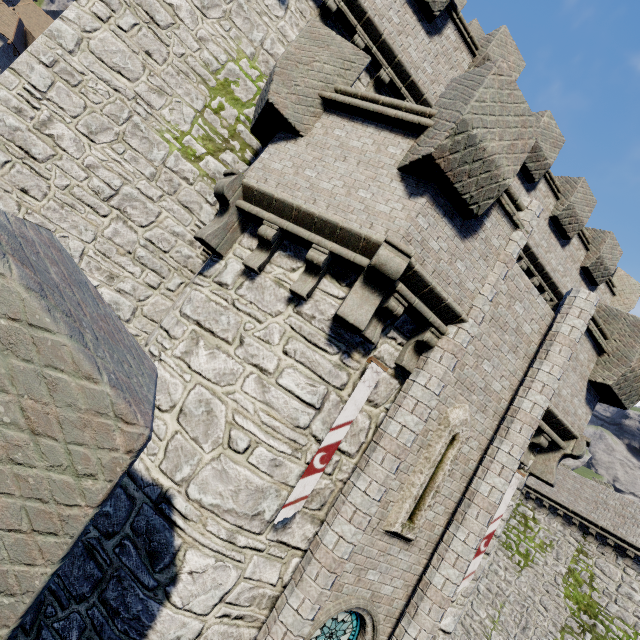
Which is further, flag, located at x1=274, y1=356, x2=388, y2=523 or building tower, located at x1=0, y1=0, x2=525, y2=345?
building tower, located at x1=0, y1=0, x2=525, y2=345

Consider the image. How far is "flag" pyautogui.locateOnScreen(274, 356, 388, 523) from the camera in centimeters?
480cm

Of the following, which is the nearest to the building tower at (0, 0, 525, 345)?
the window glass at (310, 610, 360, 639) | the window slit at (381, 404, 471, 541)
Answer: the window glass at (310, 610, 360, 639)

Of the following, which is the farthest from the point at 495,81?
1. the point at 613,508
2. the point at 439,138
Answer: the point at 613,508

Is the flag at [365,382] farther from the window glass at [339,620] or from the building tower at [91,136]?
the building tower at [91,136]

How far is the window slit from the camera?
6.0 meters

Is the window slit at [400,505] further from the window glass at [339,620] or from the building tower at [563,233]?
the building tower at [563,233]

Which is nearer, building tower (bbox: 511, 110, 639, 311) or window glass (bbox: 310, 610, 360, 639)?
window glass (bbox: 310, 610, 360, 639)
